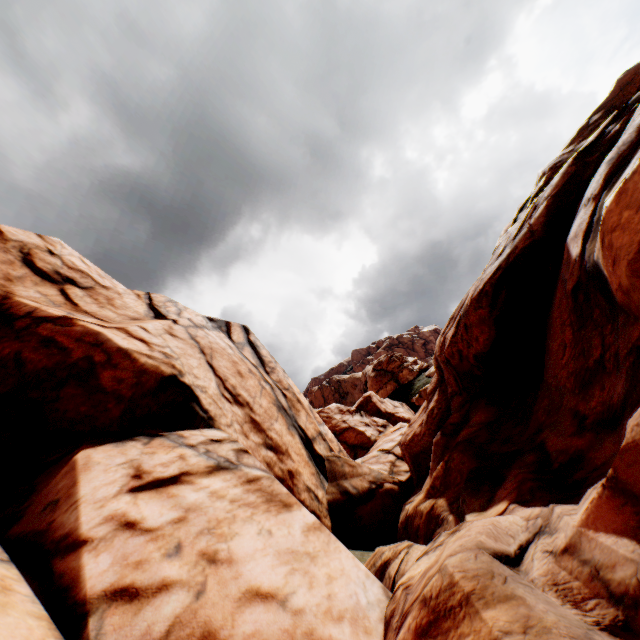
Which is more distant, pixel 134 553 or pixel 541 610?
pixel 134 553
